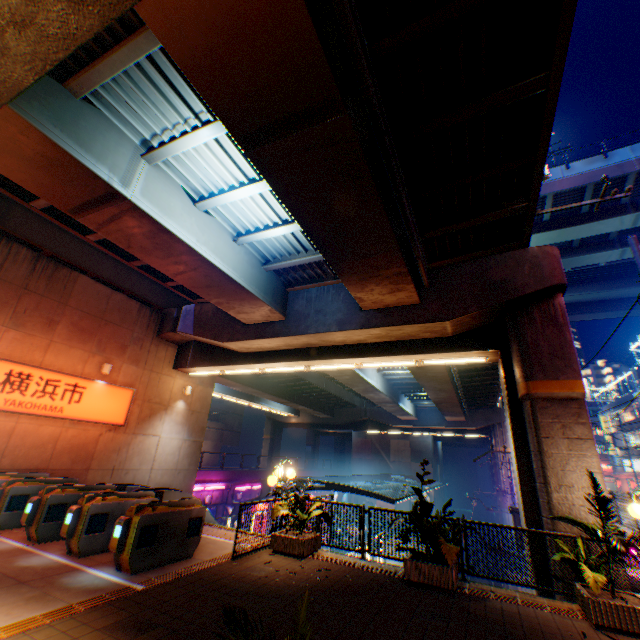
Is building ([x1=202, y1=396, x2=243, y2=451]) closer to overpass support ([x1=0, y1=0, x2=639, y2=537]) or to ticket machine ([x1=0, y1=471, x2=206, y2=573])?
overpass support ([x1=0, y1=0, x2=639, y2=537])

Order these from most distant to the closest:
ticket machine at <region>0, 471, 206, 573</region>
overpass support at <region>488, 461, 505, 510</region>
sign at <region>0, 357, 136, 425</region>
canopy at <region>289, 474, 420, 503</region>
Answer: overpass support at <region>488, 461, 505, 510</region>, canopy at <region>289, 474, 420, 503</region>, sign at <region>0, 357, 136, 425</region>, ticket machine at <region>0, 471, 206, 573</region>

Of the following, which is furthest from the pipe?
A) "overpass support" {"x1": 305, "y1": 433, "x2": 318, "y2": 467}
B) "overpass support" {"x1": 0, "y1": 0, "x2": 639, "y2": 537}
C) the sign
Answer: "overpass support" {"x1": 305, "y1": 433, "x2": 318, "y2": 467}

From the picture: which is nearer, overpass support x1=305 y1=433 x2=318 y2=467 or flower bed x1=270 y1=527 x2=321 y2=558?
flower bed x1=270 y1=527 x2=321 y2=558

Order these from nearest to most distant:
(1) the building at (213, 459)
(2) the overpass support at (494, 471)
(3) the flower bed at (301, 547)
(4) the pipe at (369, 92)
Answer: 1. (4) the pipe at (369, 92)
2. (3) the flower bed at (301, 547)
3. (2) the overpass support at (494, 471)
4. (1) the building at (213, 459)

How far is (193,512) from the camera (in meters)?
7.95

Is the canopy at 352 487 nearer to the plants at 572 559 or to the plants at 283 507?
the plants at 283 507

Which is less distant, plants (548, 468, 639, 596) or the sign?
plants (548, 468, 639, 596)
